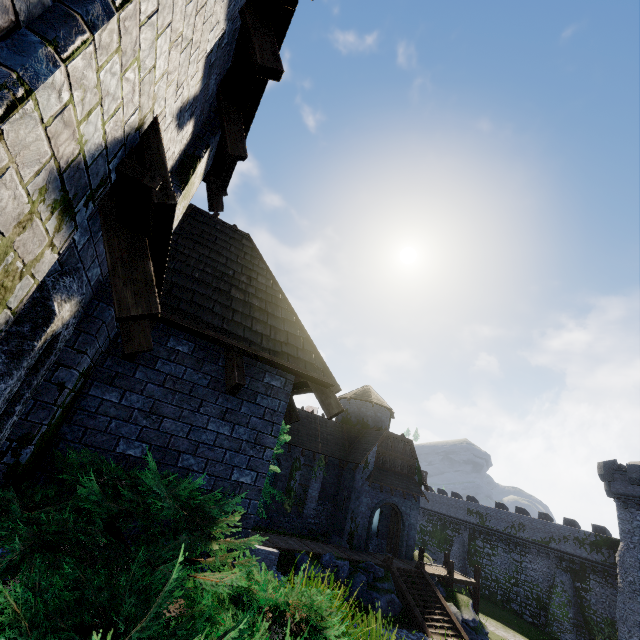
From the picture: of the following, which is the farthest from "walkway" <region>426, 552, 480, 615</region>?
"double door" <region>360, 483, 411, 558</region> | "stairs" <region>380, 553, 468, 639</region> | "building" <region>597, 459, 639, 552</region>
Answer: "building" <region>597, 459, 639, 552</region>

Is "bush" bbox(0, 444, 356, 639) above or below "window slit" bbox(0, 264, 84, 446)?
below

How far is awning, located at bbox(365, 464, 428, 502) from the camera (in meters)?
25.41

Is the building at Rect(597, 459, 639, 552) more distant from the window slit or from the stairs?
the window slit

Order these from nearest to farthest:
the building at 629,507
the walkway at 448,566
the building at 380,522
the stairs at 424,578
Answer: the stairs at 424,578 < the walkway at 448,566 < the building at 380,522 < the building at 629,507

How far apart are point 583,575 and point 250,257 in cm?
4826

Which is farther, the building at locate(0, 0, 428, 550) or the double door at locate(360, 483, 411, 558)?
the double door at locate(360, 483, 411, 558)

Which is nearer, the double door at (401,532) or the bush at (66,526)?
the bush at (66,526)
